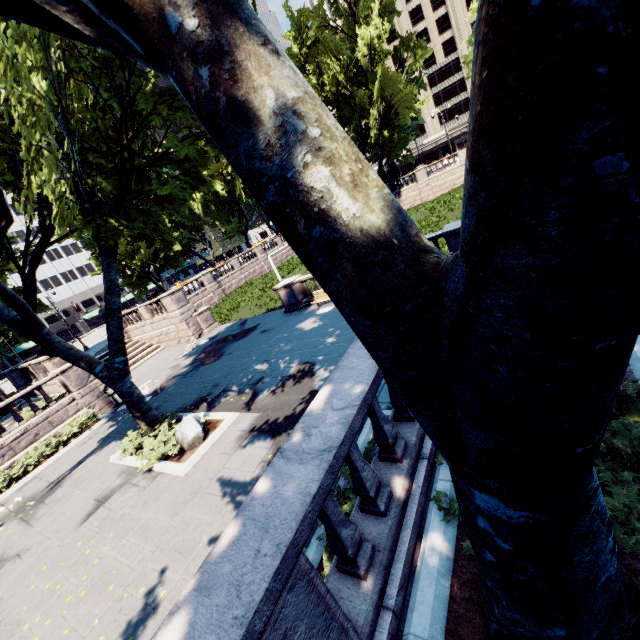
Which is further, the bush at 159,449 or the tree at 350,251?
the bush at 159,449

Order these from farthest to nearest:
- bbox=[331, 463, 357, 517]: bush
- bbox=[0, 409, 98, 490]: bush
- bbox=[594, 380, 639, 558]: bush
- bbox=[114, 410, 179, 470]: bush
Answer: bbox=[0, 409, 98, 490]: bush → bbox=[114, 410, 179, 470]: bush → bbox=[331, 463, 357, 517]: bush → bbox=[594, 380, 639, 558]: bush

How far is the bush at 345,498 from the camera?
5.31m

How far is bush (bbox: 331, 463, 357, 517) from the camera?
5.31m

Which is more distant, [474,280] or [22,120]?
[22,120]

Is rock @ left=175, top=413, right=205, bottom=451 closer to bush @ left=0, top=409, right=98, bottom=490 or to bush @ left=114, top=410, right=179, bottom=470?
bush @ left=114, top=410, right=179, bottom=470

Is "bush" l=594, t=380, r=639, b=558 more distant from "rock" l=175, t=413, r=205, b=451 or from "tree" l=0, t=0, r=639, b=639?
"rock" l=175, t=413, r=205, b=451

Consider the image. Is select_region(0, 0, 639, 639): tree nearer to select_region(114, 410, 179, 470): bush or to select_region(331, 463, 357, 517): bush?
select_region(114, 410, 179, 470): bush
